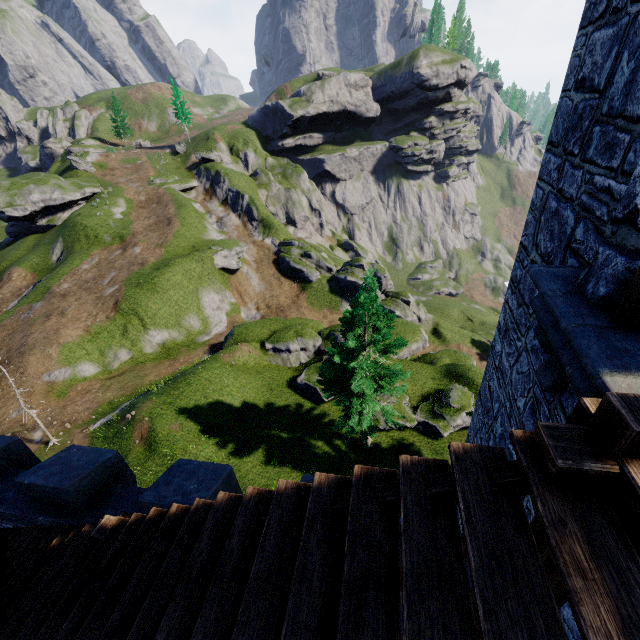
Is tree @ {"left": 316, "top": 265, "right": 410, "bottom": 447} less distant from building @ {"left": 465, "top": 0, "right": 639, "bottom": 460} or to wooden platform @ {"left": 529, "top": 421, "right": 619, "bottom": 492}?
building @ {"left": 465, "top": 0, "right": 639, "bottom": 460}

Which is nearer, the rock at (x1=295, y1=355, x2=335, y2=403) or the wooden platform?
the wooden platform

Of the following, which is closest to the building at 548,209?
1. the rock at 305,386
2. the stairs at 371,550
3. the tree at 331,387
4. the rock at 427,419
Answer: the stairs at 371,550

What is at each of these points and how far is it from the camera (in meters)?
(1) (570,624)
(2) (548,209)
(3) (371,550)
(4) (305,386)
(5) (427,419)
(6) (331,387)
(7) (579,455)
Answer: (1) building, 3.01
(2) building, 4.32
(3) stairs, 2.02
(4) rock, 25.47
(5) rock, 22.44
(6) tree, 18.50
(7) wooden platform, 1.64

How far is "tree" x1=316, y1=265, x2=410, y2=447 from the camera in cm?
1543

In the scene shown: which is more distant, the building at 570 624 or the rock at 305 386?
the rock at 305 386

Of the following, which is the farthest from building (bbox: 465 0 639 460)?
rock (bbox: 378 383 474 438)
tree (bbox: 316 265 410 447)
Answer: rock (bbox: 378 383 474 438)

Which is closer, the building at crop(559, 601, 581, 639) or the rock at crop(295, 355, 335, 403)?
the building at crop(559, 601, 581, 639)
